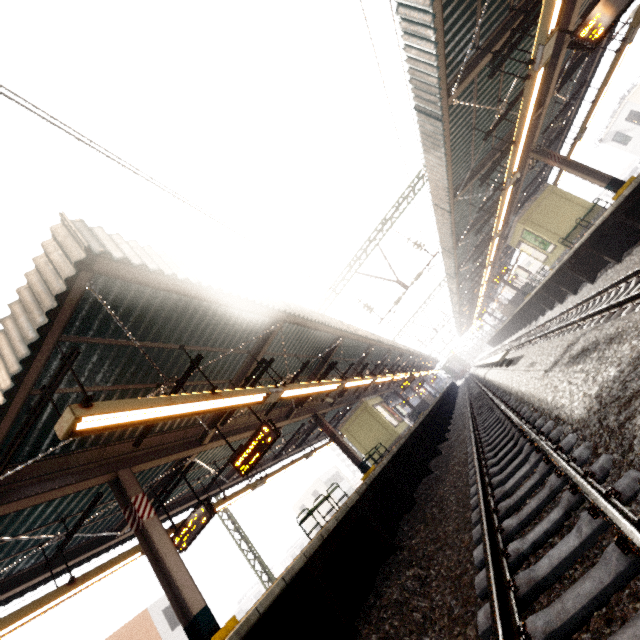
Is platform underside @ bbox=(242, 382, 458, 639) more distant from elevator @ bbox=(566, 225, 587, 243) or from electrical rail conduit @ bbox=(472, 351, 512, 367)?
elevator @ bbox=(566, 225, 587, 243)

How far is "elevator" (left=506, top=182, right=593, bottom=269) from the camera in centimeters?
1590cm

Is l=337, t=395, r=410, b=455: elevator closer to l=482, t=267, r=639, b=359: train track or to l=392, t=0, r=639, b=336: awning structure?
l=482, t=267, r=639, b=359: train track

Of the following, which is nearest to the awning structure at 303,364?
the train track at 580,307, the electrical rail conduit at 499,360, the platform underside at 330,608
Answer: the platform underside at 330,608

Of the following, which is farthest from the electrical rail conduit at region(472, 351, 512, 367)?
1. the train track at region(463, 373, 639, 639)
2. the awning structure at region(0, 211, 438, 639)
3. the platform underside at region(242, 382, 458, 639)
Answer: the awning structure at region(0, 211, 438, 639)

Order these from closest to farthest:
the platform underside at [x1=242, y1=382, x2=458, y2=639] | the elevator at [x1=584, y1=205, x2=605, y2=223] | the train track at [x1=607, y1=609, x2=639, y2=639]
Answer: the train track at [x1=607, y1=609, x2=639, y2=639], the platform underside at [x1=242, y1=382, x2=458, y2=639], the elevator at [x1=584, y1=205, x2=605, y2=223]

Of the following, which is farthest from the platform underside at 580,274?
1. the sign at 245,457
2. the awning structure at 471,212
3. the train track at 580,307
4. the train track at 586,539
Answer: the sign at 245,457

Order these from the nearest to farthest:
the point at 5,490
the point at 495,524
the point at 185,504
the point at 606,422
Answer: the point at 606,422
the point at 495,524
the point at 5,490
the point at 185,504
